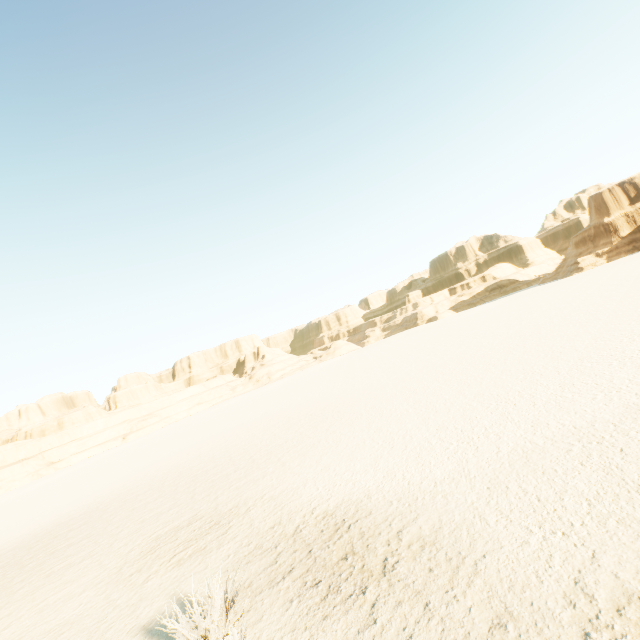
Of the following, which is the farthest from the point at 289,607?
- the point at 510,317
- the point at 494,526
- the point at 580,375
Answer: the point at 510,317
